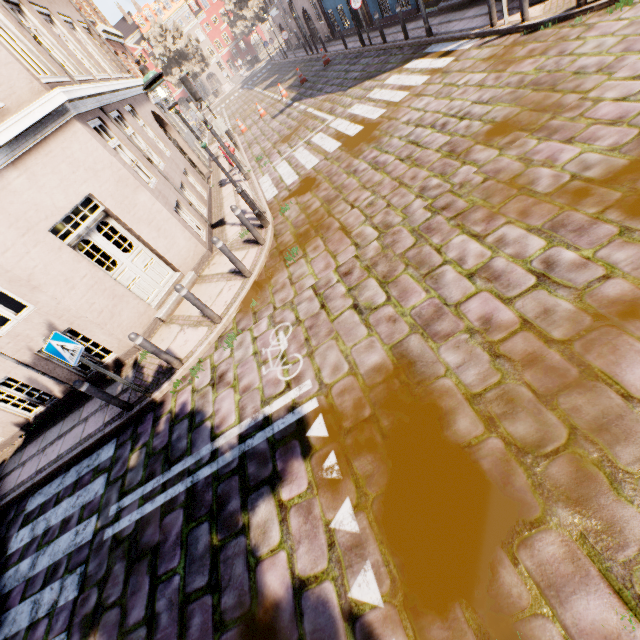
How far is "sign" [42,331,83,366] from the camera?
4.9m

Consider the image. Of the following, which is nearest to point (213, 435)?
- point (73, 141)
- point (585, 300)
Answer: point (585, 300)

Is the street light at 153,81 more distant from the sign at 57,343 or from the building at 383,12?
the sign at 57,343

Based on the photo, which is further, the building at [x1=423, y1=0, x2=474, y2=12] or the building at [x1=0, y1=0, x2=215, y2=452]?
the building at [x1=423, y1=0, x2=474, y2=12]

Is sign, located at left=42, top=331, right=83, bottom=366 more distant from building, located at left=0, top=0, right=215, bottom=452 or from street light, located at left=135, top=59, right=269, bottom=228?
street light, located at left=135, top=59, right=269, bottom=228

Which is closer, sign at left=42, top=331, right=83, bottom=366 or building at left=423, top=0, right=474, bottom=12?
sign at left=42, top=331, right=83, bottom=366

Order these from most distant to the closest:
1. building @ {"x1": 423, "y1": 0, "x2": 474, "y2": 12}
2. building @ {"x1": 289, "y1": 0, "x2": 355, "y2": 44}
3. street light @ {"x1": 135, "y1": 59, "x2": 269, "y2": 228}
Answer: building @ {"x1": 289, "y1": 0, "x2": 355, "y2": 44} < building @ {"x1": 423, "y1": 0, "x2": 474, "y2": 12} < street light @ {"x1": 135, "y1": 59, "x2": 269, "y2": 228}
